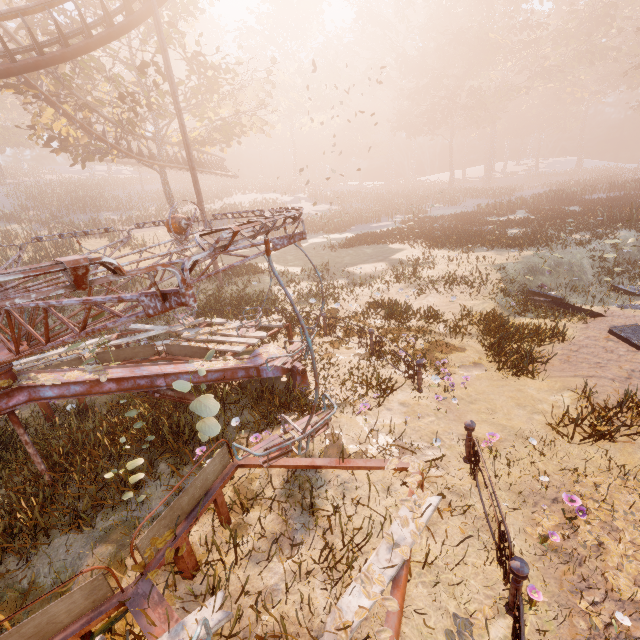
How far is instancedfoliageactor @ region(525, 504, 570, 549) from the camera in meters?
3.7 m

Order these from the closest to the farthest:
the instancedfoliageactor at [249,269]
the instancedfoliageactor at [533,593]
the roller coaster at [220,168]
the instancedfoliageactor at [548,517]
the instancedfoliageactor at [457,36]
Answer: the instancedfoliageactor at [533,593] < the instancedfoliageactor at [548,517] < the instancedfoliageactor at [249,269] < the instancedfoliageactor at [457,36] < the roller coaster at [220,168]

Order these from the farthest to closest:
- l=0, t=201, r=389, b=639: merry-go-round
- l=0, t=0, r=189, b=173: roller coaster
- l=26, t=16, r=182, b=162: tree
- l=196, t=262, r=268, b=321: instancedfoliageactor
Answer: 1. l=26, t=16, r=182, b=162: tree
2. l=196, t=262, r=268, b=321: instancedfoliageactor
3. l=0, t=0, r=189, b=173: roller coaster
4. l=0, t=201, r=389, b=639: merry-go-round

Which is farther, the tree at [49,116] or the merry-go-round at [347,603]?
the tree at [49,116]

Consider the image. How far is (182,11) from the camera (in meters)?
18.75

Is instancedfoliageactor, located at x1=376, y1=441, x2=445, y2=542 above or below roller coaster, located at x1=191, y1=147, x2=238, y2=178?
below

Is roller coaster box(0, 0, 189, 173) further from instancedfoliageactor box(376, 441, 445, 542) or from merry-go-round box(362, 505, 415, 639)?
instancedfoliageactor box(376, 441, 445, 542)

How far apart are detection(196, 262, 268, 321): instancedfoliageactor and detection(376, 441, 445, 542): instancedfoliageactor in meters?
11.3
